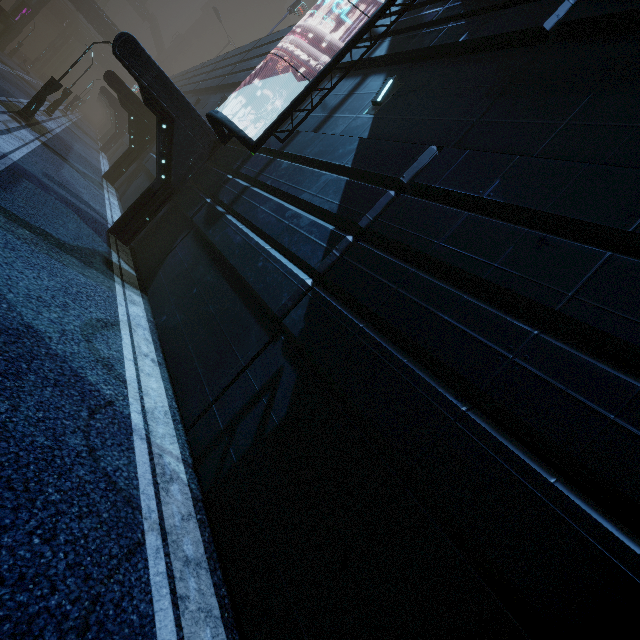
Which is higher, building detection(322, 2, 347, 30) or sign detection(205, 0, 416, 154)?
building detection(322, 2, 347, 30)

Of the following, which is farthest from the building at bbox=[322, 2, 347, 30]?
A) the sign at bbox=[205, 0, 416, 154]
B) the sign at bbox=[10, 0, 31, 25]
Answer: the sign at bbox=[10, 0, 31, 25]

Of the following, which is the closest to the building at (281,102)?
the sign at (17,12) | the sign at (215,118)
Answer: the sign at (215,118)

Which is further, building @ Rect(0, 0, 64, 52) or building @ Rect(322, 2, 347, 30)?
building @ Rect(0, 0, 64, 52)

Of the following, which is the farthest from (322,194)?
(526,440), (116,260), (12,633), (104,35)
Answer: (104,35)

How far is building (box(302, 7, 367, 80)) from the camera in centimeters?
964cm

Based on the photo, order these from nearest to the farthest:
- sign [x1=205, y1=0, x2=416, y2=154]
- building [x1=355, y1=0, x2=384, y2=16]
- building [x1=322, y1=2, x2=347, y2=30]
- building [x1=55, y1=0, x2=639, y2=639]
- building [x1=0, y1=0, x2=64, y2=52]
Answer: building [x1=55, y1=0, x2=639, y2=639]
sign [x1=205, y1=0, x2=416, y2=154]
building [x1=355, y1=0, x2=384, y2=16]
building [x1=322, y1=2, x2=347, y2=30]
building [x1=0, y1=0, x2=64, y2=52]
